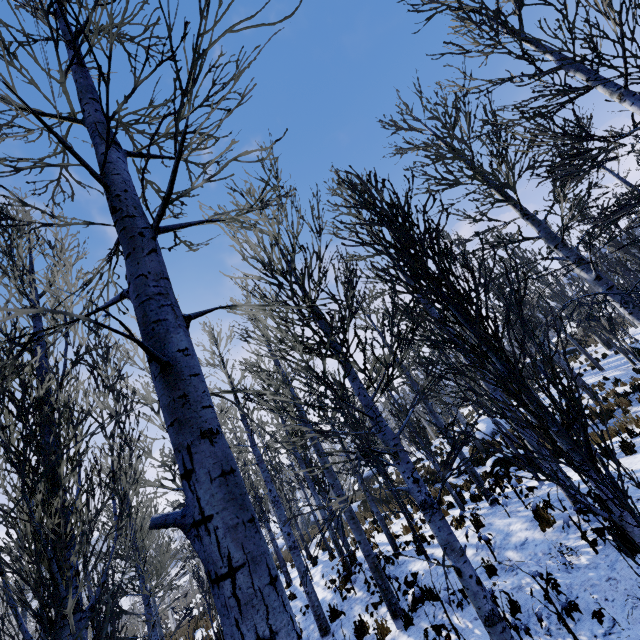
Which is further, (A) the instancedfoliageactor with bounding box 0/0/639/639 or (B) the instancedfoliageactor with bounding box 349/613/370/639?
(B) the instancedfoliageactor with bounding box 349/613/370/639

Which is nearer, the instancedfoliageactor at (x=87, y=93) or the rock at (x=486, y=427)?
the instancedfoliageactor at (x=87, y=93)

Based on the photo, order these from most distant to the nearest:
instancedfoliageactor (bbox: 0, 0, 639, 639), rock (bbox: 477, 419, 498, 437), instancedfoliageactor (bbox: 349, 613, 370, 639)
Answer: rock (bbox: 477, 419, 498, 437), instancedfoliageactor (bbox: 349, 613, 370, 639), instancedfoliageactor (bbox: 0, 0, 639, 639)

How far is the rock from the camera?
20.25m

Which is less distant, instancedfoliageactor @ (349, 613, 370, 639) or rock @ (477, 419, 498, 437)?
instancedfoliageactor @ (349, 613, 370, 639)

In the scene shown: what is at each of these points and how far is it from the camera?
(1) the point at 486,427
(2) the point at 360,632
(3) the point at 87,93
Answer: (1) rock, 20.9m
(2) instancedfoliageactor, 7.2m
(3) instancedfoliageactor, 2.0m

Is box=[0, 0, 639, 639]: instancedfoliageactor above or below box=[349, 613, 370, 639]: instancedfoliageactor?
above

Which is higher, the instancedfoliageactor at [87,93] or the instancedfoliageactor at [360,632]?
the instancedfoliageactor at [87,93]
